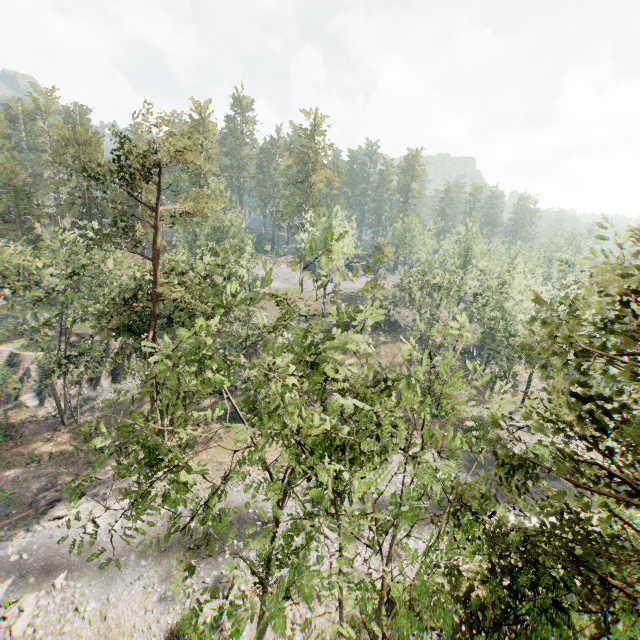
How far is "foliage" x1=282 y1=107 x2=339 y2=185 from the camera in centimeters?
5694cm

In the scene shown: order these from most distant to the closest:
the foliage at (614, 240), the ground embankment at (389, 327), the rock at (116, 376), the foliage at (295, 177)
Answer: the foliage at (295, 177) < the ground embankment at (389, 327) < the rock at (116, 376) < the foliage at (614, 240)

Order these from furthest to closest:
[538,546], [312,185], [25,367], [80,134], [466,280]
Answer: [312,185] < [80,134] < [466,280] < [25,367] < [538,546]

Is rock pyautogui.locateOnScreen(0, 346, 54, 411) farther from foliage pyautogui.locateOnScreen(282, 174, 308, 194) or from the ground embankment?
the ground embankment

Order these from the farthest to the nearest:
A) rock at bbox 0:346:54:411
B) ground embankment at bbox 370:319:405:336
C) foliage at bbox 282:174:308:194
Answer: foliage at bbox 282:174:308:194, ground embankment at bbox 370:319:405:336, rock at bbox 0:346:54:411

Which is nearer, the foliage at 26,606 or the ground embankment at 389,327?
the foliage at 26,606

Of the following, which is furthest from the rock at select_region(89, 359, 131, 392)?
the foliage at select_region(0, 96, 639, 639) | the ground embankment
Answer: the ground embankment

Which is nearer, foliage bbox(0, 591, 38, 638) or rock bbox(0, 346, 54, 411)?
foliage bbox(0, 591, 38, 638)
